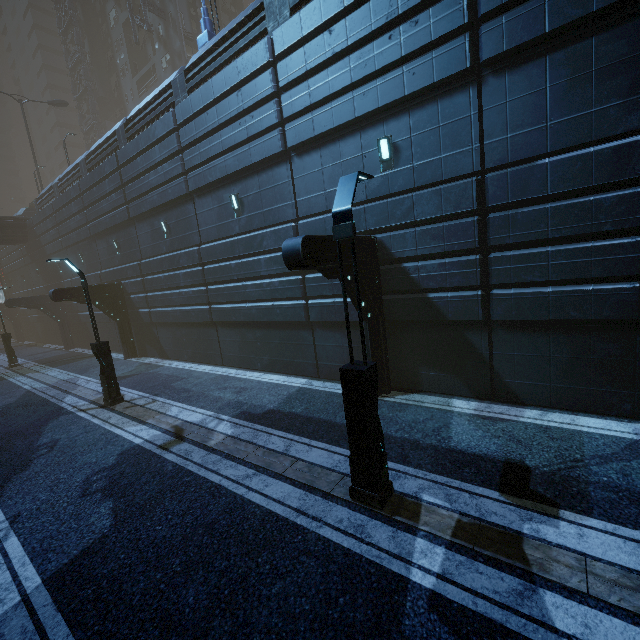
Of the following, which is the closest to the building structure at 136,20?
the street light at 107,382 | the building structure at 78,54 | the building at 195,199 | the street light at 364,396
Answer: the building at 195,199

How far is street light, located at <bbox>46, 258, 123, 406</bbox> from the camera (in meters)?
11.66

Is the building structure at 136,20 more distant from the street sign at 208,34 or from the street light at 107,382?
the street light at 107,382

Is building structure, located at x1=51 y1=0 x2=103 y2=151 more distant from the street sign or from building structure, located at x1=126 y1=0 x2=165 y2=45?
the street sign

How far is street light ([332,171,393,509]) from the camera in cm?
509

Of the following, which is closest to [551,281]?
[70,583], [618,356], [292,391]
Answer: [618,356]

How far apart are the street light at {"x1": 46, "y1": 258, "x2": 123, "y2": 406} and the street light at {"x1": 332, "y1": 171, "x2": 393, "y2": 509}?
10.6 meters

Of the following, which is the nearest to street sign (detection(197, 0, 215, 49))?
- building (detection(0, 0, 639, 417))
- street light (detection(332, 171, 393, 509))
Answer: building (detection(0, 0, 639, 417))
